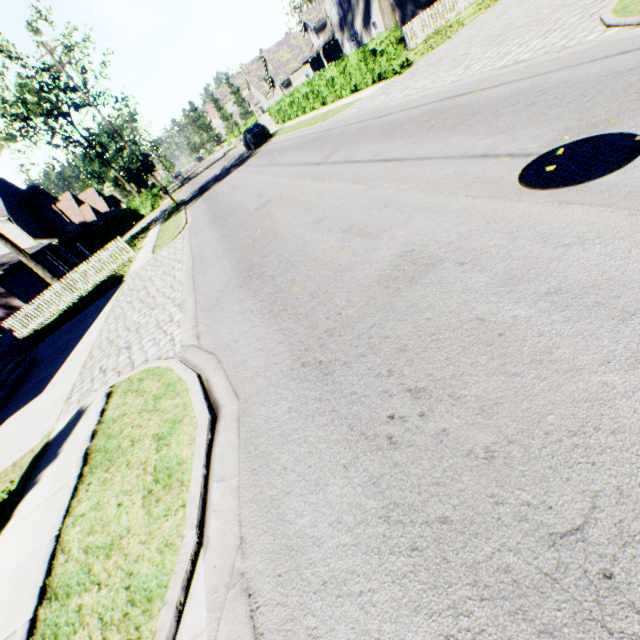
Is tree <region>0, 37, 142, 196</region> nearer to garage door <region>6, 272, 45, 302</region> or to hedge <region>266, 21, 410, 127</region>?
hedge <region>266, 21, 410, 127</region>

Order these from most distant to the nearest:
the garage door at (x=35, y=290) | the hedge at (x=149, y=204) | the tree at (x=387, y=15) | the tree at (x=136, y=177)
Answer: the hedge at (x=149, y=204) < the tree at (x=136, y=177) < the garage door at (x=35, y=290) < the tree at (x=387, y=15)

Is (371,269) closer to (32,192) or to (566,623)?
(566,623)

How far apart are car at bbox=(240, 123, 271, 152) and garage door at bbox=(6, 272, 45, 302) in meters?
20.9

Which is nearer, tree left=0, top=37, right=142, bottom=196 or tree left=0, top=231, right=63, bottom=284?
tree left=0, top=231, right=63, bottom=284

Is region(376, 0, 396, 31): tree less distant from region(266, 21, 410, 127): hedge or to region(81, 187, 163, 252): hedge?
region(81, 187, 163, 252): hedge

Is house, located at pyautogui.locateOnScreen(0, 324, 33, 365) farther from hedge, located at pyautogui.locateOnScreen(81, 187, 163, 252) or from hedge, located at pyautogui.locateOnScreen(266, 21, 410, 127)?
hedge, located at pyautogui.locateOnScreen(266, 21, 410, 127)

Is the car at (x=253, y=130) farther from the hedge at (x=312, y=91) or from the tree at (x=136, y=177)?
the tree at (x=136, y=177)
